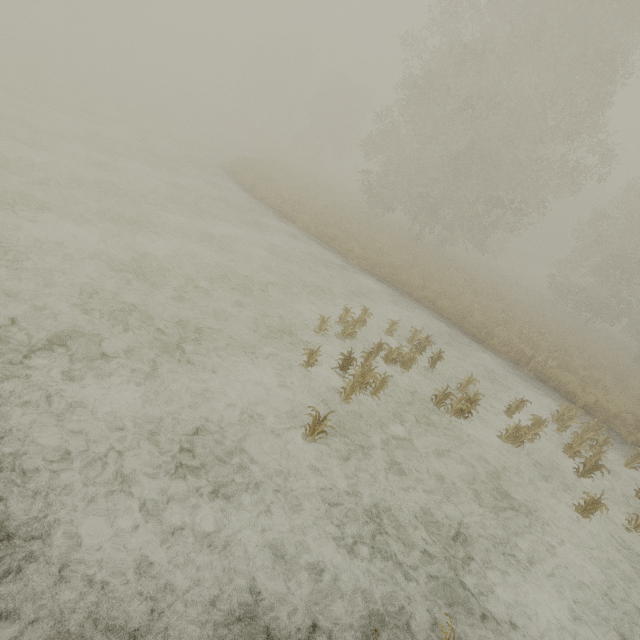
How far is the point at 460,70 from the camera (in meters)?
16.55

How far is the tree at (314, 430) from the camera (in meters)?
4.65

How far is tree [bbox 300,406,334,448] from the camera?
4.65m
